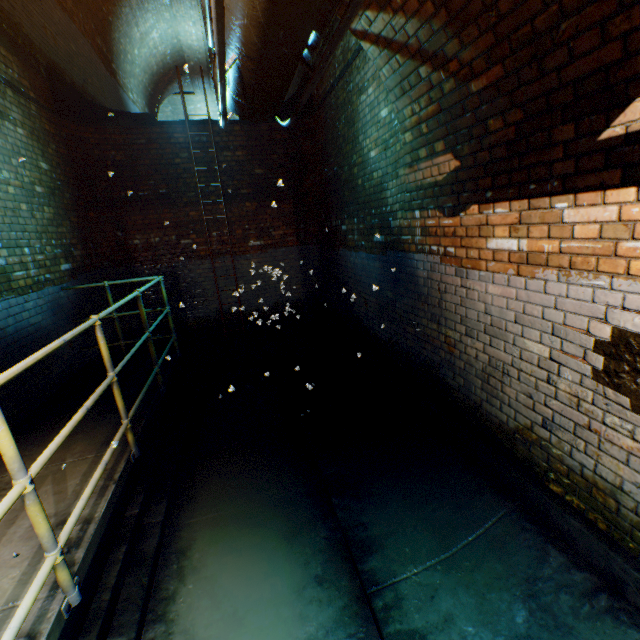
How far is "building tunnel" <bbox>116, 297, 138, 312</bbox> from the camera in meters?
6.6

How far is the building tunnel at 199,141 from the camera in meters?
6.5 m

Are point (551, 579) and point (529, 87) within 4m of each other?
yes

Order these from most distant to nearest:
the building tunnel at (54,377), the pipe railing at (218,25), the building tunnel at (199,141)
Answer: the building tunnel at (199,141)
the building tunnel at (54,377)
the pipe railing at (218,25)

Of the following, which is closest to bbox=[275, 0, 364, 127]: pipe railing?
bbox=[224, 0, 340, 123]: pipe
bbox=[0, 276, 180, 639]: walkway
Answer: bbox=[224, 0, 340, 123]: pipe

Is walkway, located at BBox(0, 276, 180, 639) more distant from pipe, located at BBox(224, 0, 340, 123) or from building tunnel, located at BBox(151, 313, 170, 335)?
pipe, located at BBox(224, 0, 340, 123)

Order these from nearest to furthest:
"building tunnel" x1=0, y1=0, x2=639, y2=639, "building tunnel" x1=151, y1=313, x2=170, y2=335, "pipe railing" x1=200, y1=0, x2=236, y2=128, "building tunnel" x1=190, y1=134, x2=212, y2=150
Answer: "pipe railing" x1=200, y1=0, x2=236, y2=128 < "building tunnel" x1=0, y1=0, x2=639, y2=639 < "building tunnel" x1=190, y1=134, x2=212, y2=150 < "building tunnel" x1=151, y1=313, x2=170, y2=335
